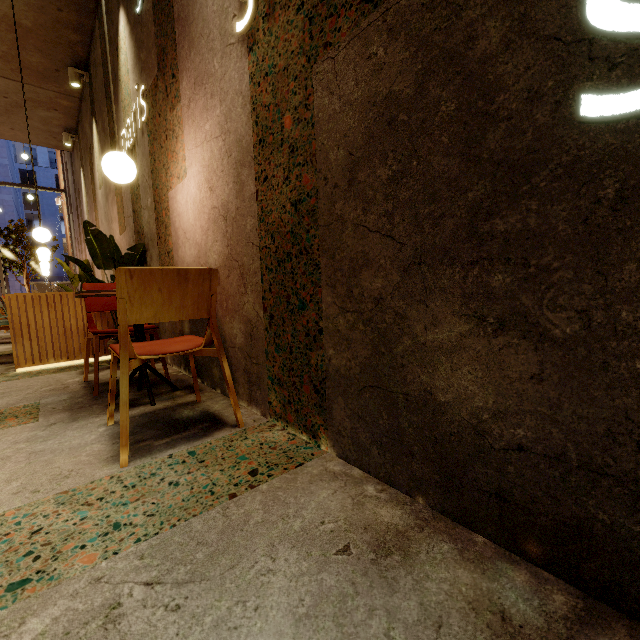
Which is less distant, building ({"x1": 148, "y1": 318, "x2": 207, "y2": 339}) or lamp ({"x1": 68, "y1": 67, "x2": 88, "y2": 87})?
building ({"x1": 148, "y1": 318, "x2": 207, "y2": 339})

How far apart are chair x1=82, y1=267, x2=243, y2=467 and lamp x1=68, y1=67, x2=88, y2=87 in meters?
6.1

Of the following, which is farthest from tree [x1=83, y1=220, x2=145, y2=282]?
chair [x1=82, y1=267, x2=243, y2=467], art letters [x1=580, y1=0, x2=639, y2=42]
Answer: art letters [x1=580, y1=0, x2=639, y2=42]

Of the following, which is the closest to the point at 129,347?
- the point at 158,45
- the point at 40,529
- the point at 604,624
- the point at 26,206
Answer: the point at 40,529

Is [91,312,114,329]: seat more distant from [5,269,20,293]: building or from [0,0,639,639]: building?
[5,269,20,293]: building

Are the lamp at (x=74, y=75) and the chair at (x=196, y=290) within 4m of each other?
no

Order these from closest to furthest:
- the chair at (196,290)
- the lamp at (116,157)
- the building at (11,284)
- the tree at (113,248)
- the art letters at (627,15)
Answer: the art letters at (627,15) < the chair at (196,290) < the lamp at (116,157) < the tree at (113,248) < the building at (11,284)

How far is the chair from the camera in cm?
141
